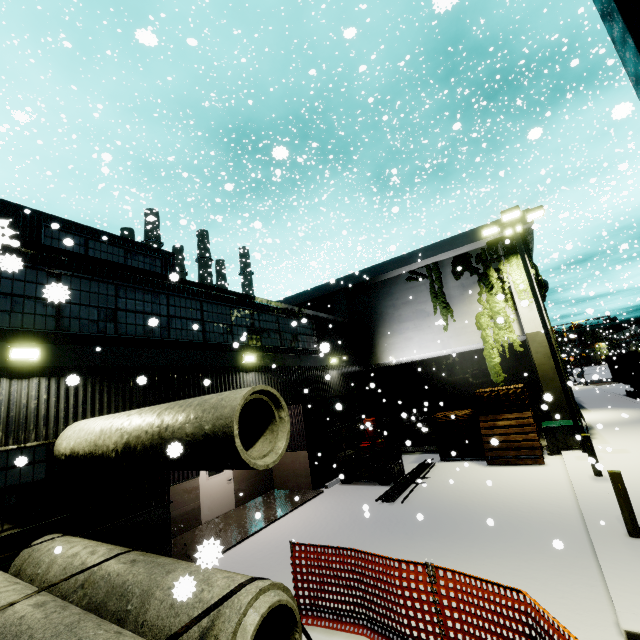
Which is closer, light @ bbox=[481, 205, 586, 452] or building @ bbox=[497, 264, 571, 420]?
light @ bbox=[481, 205, 586, 452]

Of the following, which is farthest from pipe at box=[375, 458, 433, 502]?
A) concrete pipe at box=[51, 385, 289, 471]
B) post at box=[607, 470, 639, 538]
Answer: post at box=[607, 470, 639, 538]

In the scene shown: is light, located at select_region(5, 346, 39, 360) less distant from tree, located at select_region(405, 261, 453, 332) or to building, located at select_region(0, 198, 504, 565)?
building, located at select_region(0, 198, 504, 565)

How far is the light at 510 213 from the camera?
12.31m

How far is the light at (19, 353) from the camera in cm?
622

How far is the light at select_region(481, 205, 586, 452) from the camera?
12.31m

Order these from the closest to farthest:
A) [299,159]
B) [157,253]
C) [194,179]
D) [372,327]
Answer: [299,159]
[157,253]
[372,327]
[194,179]

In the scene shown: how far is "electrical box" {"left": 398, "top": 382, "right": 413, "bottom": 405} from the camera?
22.0m
